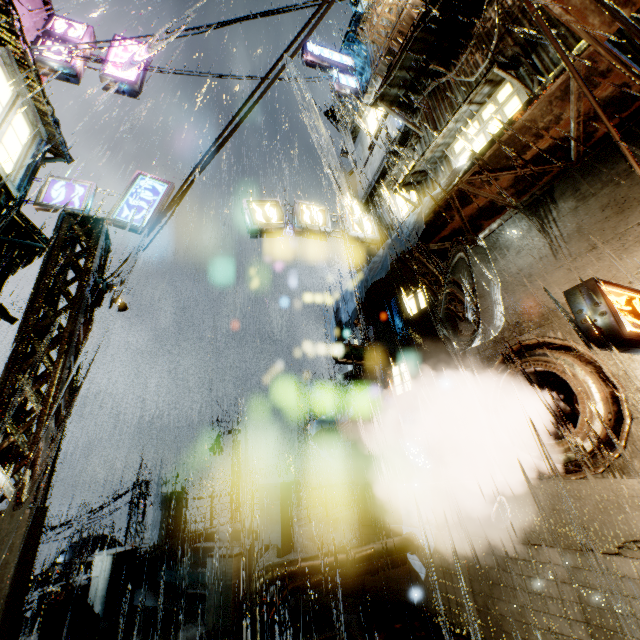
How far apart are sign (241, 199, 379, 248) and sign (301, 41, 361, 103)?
9.00m

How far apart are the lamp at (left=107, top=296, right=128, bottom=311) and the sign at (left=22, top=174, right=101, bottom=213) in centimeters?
237cm

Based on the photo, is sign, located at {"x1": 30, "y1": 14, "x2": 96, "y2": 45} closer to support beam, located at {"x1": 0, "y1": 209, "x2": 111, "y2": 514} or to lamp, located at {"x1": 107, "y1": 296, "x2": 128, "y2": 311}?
support beam, located at {"x1": 0, "y1": 209, "x2": 111, "y2": 514}

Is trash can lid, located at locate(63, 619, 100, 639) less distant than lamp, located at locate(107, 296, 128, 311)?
Yes

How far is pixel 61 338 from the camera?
7.4 meters

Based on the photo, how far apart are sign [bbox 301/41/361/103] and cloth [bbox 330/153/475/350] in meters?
13.3 m

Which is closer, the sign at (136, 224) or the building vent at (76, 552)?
the sign at (136, 224)

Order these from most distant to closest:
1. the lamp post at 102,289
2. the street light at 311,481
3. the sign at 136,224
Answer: the street light at 311,481, the sign at 136,224, the lamp post at 102,289
